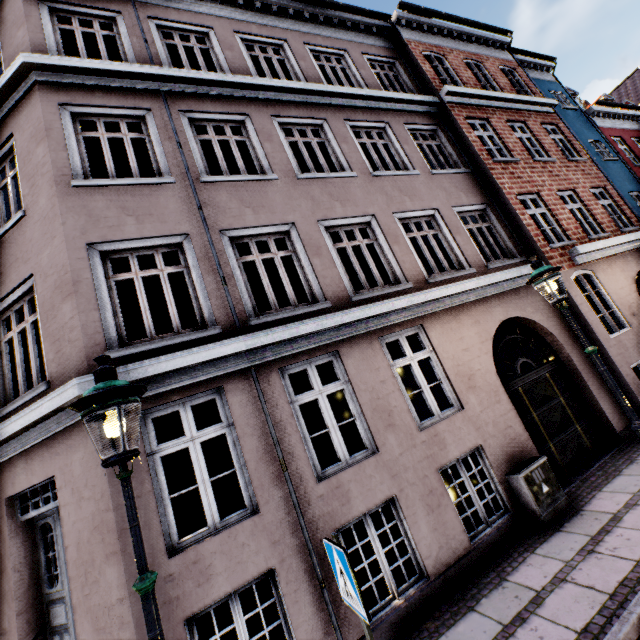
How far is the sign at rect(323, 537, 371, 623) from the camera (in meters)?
2.38

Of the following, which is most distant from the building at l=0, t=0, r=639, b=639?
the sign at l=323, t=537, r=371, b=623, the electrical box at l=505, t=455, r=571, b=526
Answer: the sign at l=323, t=537, r=371, b=623

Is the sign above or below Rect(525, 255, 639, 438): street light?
below

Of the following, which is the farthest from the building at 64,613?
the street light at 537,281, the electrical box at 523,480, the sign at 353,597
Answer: the sign at 353,597

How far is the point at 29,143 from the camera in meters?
5.5

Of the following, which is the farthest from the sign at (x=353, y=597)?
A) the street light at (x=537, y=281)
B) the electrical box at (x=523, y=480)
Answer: the electrical box at (x=523, y=480)

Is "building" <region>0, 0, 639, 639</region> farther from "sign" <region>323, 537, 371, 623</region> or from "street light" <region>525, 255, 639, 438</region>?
"sign" <region>323, 537, 371, 623</region>

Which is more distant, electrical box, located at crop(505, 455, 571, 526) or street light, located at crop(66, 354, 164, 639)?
electrical box, located at crop(505, 455, 571, 526)
